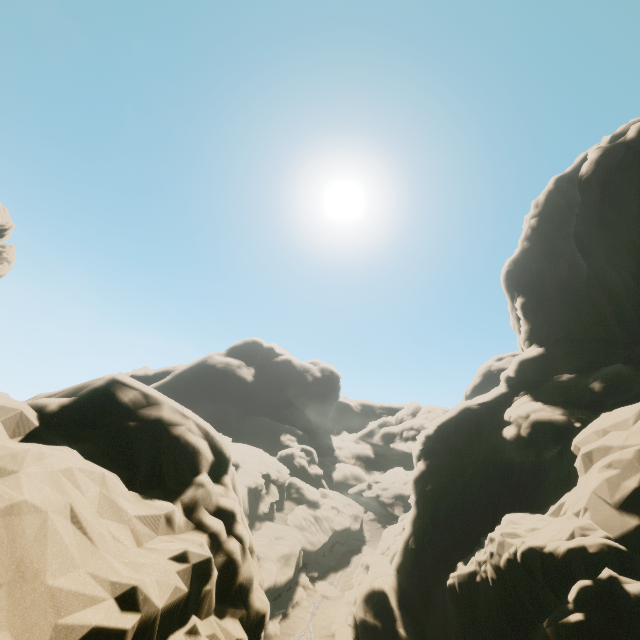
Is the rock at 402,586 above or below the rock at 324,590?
above

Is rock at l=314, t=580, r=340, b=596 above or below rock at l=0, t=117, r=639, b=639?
below

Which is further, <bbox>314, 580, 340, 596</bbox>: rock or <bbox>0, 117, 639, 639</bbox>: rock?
<bbox>314, 580, 340, 596</bbox>: rock

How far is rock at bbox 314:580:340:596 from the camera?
32.8 meters

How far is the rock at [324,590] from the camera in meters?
32.8

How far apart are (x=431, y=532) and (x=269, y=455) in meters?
32.2
